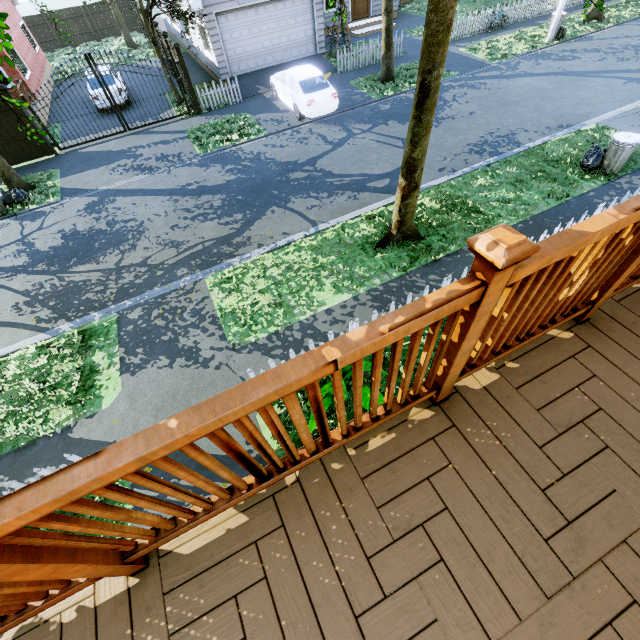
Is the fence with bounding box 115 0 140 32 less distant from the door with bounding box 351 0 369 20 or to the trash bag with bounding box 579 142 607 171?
the trash bag with bounding box 579 142 607 171

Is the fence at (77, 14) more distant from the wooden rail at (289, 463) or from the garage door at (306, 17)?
the wooden rail at (289, 463)

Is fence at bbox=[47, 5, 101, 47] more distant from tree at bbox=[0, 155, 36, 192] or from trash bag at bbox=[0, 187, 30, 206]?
trash bag at bbox=[0, 187, 30, 206]

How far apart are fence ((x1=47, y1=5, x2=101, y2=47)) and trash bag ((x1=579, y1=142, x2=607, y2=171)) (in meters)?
37.98

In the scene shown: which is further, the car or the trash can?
the car

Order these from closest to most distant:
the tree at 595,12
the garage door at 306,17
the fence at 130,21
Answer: the tree at 595,12, the garage door at 306,17, the fence at 130,21

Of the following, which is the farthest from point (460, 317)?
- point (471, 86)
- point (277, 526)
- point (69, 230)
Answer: point (471, 86)

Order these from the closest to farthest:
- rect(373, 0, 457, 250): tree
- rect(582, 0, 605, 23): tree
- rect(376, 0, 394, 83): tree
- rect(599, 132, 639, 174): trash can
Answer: rect(373, 0, 457, 250): tree
rect(582, 0, 605, 23): tree
rect(599, 132, 639, 174): trash can
rect(376, 0, 394, 83): tree
